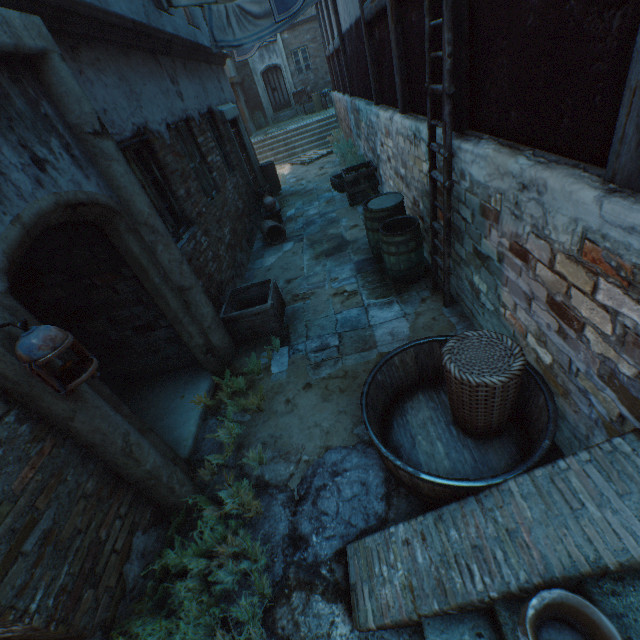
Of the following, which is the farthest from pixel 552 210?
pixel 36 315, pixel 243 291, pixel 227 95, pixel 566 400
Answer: pixel 227 95

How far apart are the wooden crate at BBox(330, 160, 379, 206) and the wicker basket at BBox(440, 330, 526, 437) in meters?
6.2

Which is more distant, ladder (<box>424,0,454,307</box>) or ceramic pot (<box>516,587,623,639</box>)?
ladder (<box>424,0,454,307</box>)

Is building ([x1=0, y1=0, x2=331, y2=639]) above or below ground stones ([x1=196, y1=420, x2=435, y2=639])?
above

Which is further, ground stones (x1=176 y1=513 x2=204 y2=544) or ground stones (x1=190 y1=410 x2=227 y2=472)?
ground stones (x1=190 y1=410 x2=227 y2=472)

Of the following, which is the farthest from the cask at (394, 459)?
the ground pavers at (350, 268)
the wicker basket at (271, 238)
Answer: the wicker basket at (271, 238)

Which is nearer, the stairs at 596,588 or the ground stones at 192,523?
the stairs at 596,588

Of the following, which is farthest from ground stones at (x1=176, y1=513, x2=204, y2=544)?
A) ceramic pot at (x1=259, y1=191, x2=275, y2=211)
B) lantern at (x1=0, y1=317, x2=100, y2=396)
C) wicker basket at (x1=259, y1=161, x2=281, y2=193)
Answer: wicker basket at (x1=259, y1=161, x2=281, y2=193)
